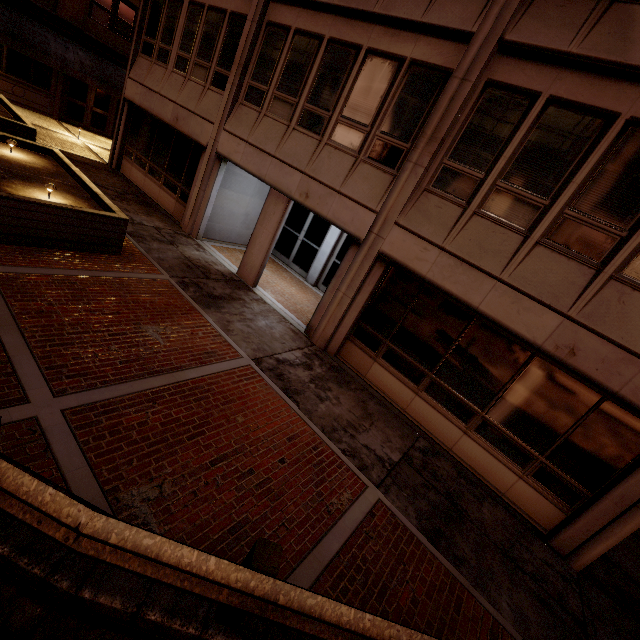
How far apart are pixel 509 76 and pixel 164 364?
8.5 meters

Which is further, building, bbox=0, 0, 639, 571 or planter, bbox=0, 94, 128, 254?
planter, bbox=0, 94, 128, 254

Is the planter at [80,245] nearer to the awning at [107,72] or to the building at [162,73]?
the building at [162,73]

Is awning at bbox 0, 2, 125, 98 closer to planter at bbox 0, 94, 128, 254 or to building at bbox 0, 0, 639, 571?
building at bbox 0, 0, 639, 571

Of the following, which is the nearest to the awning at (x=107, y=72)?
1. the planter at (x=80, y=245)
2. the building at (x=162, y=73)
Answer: the building at (x=162, y=73)

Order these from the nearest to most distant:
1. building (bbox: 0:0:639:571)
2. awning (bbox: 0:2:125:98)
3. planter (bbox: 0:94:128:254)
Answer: building (bbox: 0:0:639:571), planter (bbox: 0:94:128:254), awning (bbox: 0:2:125:98)
